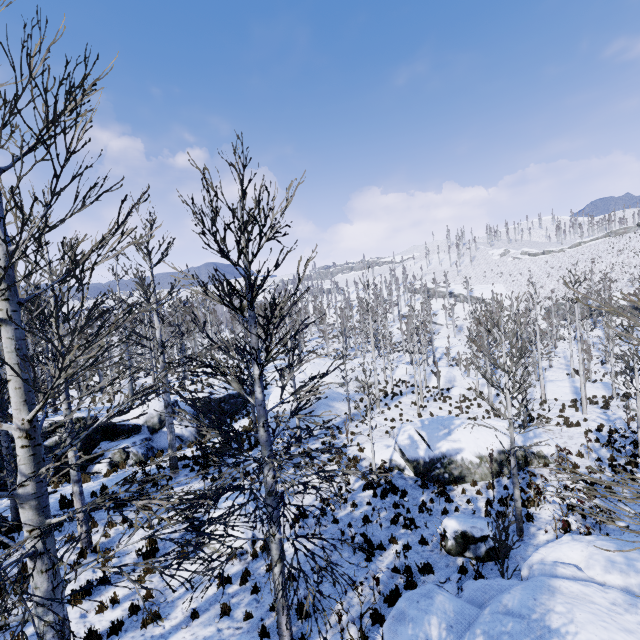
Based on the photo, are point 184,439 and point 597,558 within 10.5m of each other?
no

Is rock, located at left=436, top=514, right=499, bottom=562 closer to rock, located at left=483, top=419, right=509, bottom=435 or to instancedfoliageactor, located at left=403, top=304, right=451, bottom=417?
rock, located at left=483, top=419, right=509, bottom=435

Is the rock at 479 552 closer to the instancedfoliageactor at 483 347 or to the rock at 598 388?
the instancedfoliageactor at 483 347

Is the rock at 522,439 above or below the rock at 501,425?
below

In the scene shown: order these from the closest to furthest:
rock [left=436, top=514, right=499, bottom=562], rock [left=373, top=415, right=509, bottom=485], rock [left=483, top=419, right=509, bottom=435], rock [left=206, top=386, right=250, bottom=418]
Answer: rock [left=436, top=514, right=499, bottom=562], rock [left=373, top=415, right=509, bottom=485], rock [left=483, top=419, right=509, bottom=435], rock [left=206, top=386, right=250, bottom=418]

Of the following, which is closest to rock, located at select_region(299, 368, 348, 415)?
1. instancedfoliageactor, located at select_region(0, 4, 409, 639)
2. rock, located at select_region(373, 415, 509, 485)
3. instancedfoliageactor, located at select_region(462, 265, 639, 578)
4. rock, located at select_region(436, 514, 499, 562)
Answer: instancedfoliageactor, located at select_region(462, 265, 639, 578)

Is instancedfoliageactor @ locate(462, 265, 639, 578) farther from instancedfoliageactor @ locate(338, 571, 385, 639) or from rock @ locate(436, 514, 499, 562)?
instancedfoliageactor @ locate(338, 571, 385, 639)
